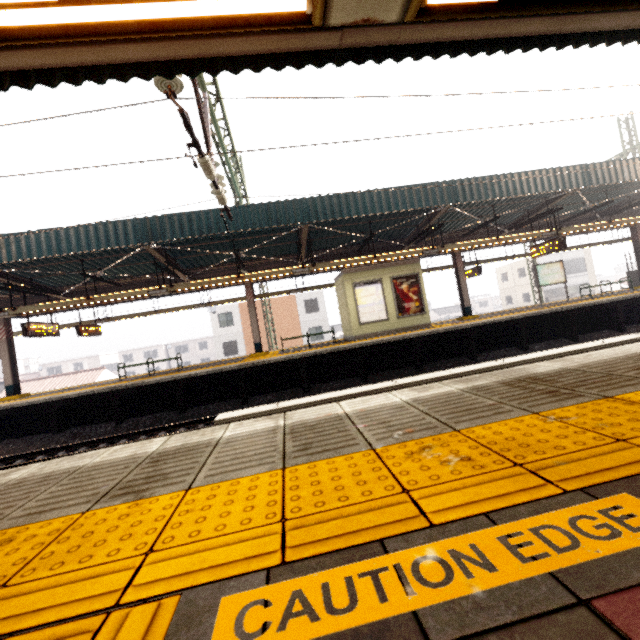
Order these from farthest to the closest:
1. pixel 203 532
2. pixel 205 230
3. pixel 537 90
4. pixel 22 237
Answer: pixel 205 230, pixel 22 237, pixel 537 90, pixel 203 532

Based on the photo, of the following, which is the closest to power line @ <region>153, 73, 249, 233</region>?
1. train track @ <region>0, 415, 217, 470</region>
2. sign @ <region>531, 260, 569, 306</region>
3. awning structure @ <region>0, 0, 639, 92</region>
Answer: awning structure @ <region>0, 0, 639, 92</region>

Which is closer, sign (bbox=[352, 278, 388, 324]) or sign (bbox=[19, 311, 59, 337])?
sign (bbox=[19, 311, 59, 337])

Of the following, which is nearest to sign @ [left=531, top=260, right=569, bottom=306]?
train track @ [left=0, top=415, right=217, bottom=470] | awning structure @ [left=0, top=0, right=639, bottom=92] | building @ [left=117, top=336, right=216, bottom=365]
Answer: train track @ [left=0, top=415, right=217, bottom=470]

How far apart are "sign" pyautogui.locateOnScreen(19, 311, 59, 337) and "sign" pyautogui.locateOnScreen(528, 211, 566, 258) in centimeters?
1932cm

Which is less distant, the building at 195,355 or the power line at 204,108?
the power line at 204,108

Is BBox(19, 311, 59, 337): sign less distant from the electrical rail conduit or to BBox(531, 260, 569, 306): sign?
the electrical rail conduit

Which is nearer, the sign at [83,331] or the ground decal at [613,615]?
the ground decal at [613,615]
